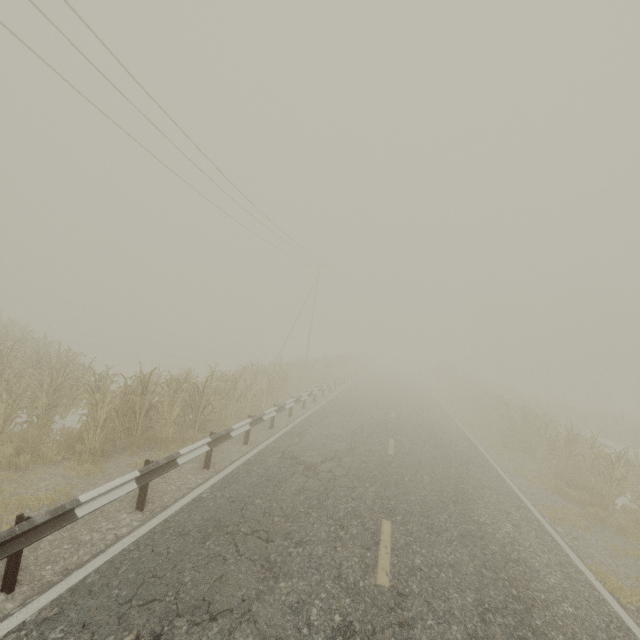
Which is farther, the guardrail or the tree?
the tree

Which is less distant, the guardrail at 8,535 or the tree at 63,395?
the guardrail at 8,535

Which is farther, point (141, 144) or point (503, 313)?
point (503, 313)
